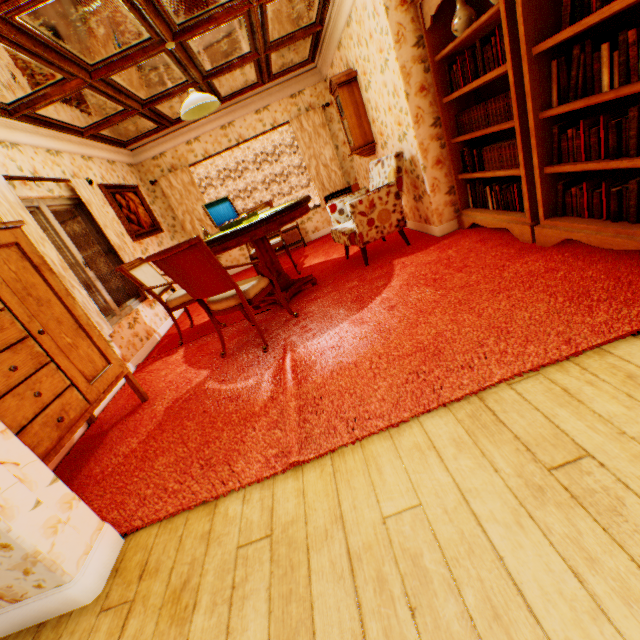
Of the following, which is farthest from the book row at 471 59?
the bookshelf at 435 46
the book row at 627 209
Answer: the book row at 627 209

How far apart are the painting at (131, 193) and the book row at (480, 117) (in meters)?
5.20

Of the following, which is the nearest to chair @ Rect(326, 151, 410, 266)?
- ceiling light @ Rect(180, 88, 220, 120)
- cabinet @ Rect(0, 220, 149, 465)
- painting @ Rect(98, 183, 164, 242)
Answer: ceiling light @ Rect(180, 88, 220, 120)

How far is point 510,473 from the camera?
1.31m

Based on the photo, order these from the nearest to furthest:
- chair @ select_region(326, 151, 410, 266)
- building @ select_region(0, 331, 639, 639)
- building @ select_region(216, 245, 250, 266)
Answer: building @ select_region(0, 331, 639, 639) < chair @ select_region(326, 151, 410, 266) < building @ select_region(216, 245, 250, 266)

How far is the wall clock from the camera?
4.9m

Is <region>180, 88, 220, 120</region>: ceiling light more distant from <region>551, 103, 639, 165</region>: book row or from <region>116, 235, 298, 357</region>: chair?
<region>551, 103, 639, 165</region>: book row

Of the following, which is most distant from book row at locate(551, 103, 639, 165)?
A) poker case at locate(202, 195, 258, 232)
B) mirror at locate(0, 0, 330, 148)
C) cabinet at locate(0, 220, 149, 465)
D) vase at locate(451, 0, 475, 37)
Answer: cabinet at locate(0, 220, 149, 465)
